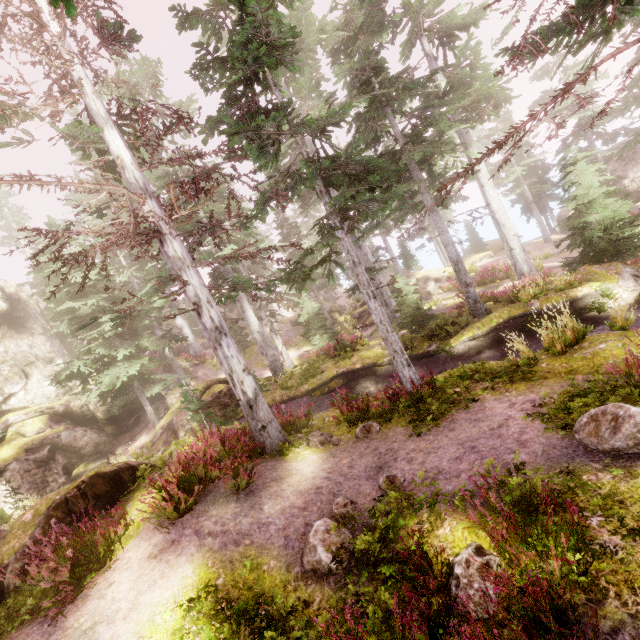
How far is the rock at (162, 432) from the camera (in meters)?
18.45

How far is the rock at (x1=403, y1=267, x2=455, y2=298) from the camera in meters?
29.3 m

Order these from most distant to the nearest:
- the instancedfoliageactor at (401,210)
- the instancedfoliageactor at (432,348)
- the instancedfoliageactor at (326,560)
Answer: the instancedfoliageactor at (432,348)
the instancedfoliageactor at (401,210)
the instancedfoliageactor at (326,560)

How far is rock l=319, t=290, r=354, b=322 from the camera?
34.21m

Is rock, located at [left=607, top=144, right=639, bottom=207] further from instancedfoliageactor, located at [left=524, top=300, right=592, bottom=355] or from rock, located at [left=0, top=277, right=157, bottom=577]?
rock, located at [left=0, top=277, right=157, bottom=577]

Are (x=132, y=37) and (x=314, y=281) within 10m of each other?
yes

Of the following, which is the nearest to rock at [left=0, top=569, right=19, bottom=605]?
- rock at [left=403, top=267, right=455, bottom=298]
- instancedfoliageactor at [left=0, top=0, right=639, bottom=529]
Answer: instancedfoliageactor at [left=0, top=0, right=639, bottom=529]

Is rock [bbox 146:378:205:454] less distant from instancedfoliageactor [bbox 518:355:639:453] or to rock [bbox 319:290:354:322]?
instancedfoliageactor [bbox 518:355:639:453]
